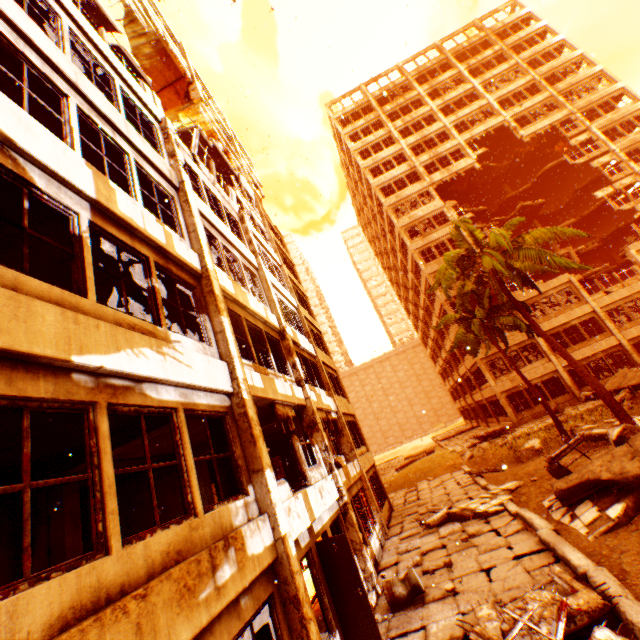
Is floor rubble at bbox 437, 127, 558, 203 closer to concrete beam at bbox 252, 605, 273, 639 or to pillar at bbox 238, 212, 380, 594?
pillar at bbox 238, 212, 380, 594

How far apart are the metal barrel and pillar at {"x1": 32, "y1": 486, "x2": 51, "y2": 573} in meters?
7.3

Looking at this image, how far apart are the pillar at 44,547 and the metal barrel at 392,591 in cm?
728

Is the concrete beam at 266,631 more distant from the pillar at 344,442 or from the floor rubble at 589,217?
the floor rubble at 589,217

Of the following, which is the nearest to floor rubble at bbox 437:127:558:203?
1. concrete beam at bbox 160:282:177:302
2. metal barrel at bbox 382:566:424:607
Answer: metal barrel at bbox 382:566:424:607

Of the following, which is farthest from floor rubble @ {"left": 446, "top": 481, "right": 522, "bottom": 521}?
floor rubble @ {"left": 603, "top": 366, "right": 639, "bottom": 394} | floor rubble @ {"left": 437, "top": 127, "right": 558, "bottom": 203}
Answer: floor rubble @ {"left": 437, "top": 127, "right": 558, "bottom": 203}

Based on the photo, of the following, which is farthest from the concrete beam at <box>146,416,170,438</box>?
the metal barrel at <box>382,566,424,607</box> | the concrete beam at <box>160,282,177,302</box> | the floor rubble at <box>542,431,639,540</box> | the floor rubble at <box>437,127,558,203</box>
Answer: the floor rubble at <box>437,127,558,203</box>

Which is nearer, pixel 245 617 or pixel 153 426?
pixel 245 617
